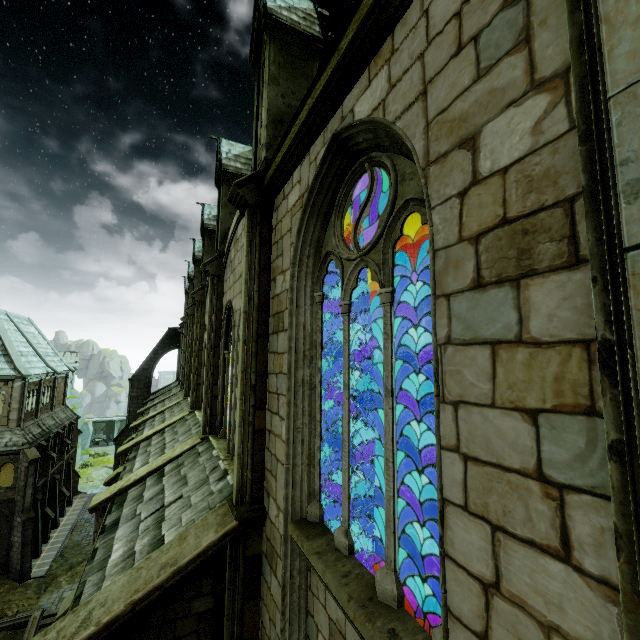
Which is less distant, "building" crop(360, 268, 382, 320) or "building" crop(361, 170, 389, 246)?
"building" crop(361, 170, 389, 246)

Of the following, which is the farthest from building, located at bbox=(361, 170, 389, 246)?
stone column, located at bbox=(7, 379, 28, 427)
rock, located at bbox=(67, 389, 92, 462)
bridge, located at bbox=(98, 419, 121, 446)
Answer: rock, located at bbox=(67, 389, 92, 462)

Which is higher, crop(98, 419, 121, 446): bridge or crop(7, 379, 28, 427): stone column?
crop(7, 379, 28, 427): stone column

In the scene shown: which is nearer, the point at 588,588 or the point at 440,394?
the point at 588,588

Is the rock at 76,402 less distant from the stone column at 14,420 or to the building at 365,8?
the building at 365,8

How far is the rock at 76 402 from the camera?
47.7m

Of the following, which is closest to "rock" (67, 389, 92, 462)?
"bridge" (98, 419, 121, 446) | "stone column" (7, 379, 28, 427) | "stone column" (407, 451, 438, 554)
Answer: "bridge" (98, 419, 121, 446)
